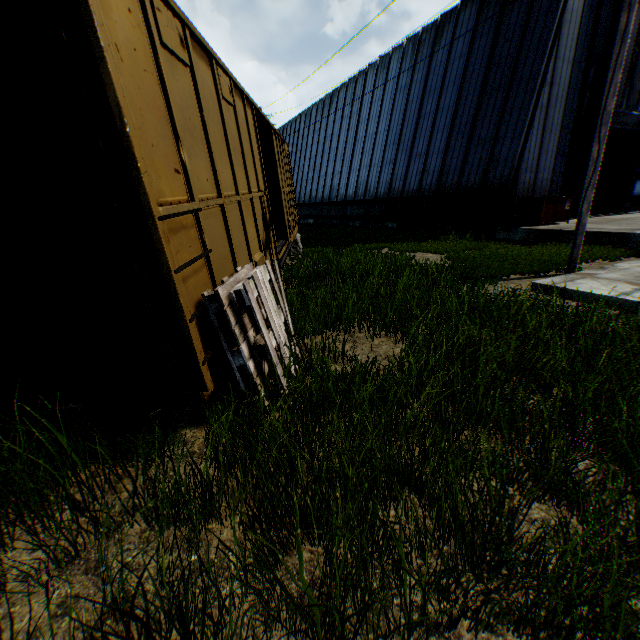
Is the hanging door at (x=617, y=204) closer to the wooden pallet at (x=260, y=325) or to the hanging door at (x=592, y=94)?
the hanging door at (x=592, y=94)

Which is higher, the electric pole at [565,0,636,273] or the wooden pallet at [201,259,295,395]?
the electric pole at [565,0,636,273]

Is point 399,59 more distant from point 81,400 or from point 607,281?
point 81,400

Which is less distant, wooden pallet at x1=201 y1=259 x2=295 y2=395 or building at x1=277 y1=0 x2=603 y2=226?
wooden pallet at x1=201 y1=259 x2=295 y2=395

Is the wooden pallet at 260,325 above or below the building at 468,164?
below

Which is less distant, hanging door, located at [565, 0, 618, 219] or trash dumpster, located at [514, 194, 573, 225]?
trash dumpster, located at [514, 194, 573, 225]

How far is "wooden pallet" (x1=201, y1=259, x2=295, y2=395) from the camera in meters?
2.8

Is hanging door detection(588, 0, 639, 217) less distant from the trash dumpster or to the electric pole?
the trash dumpster
